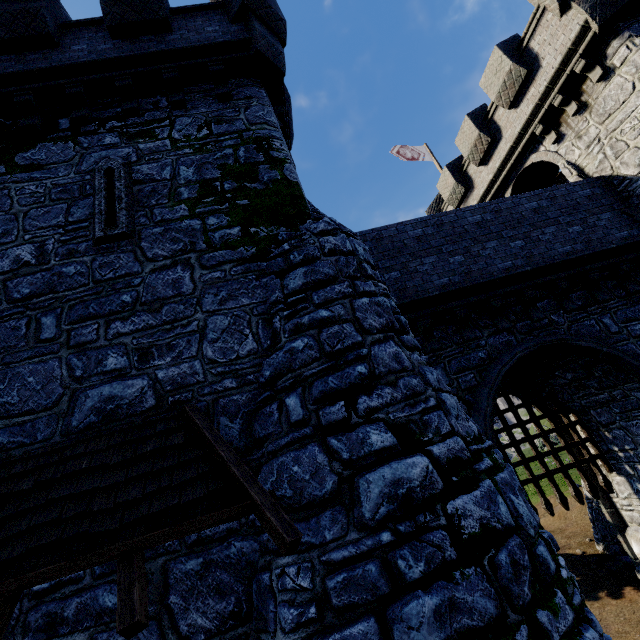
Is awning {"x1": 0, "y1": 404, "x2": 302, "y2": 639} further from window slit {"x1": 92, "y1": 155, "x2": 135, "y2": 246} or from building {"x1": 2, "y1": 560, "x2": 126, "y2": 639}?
window slit {"x1": 92, "y1": 155, "x2": 135, "y2": 246}

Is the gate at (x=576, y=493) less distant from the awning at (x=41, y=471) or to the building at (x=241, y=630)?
the building at (x=241, y=630)

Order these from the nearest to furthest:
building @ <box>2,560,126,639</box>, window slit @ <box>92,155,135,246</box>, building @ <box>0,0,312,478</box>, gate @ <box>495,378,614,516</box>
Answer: building @ <box>2,560,126,639</box> → building @ <box>0,0,312,478</box> → window slit @ <box>92,155,135,246</box> → gate @ <box>495,378,614,516</box>

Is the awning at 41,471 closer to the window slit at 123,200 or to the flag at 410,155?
the window slit at 123,200

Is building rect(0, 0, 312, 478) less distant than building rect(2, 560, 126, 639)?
No

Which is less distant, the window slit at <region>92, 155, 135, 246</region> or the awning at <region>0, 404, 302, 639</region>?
the awning at <region>0, 404, 302, 639</region>

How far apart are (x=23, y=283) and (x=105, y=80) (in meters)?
4.90

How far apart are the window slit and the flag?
16.13m
